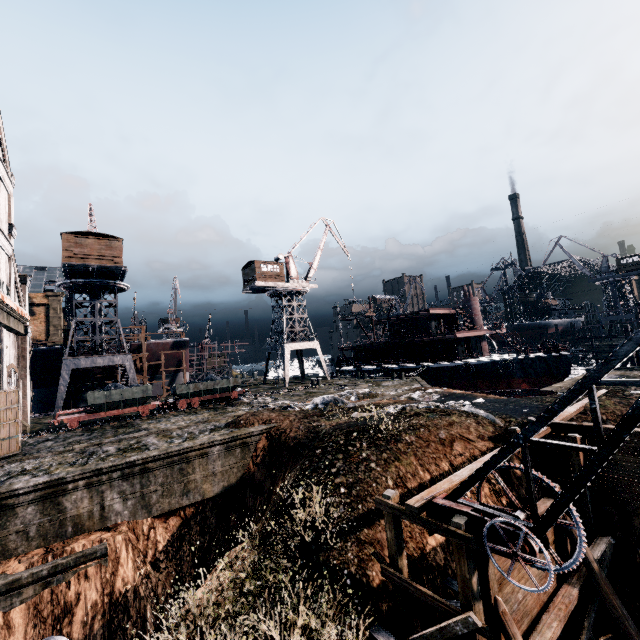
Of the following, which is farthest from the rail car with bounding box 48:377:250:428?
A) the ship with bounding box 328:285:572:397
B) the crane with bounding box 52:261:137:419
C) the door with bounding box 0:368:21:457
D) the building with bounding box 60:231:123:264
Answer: the ship with bounding box 328:285:572:397

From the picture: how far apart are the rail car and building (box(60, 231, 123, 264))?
12.8 meters

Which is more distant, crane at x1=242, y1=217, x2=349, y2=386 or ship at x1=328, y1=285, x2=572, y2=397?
crane at x1=242, y1=217, x2=349, y2=386

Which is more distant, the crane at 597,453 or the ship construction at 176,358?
the ship construction at 176,358

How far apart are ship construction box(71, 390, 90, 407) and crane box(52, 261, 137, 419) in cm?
1283

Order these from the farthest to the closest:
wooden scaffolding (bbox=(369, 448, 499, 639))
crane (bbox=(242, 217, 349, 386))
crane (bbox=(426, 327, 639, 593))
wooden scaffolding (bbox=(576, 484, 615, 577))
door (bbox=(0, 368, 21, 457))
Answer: crane (bbox=(242, 217, 349, 386))
door (bbox=(0, 368, 21, 457))
wooden scaffolding (bbox=(576, 484, 615, 577))
wooden scaffolding (bbox=(369, 448, 499, 639))
crane (bbox=(426, 327, 639, 593))

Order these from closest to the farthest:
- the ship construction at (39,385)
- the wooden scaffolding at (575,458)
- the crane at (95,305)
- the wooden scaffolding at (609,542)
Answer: the wooden scaffolding at (609,542)
the wooden scaffolding at (575,458)
the crane at (95,305)
the ship construction at (39,385)

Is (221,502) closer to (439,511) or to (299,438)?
(299,438)
